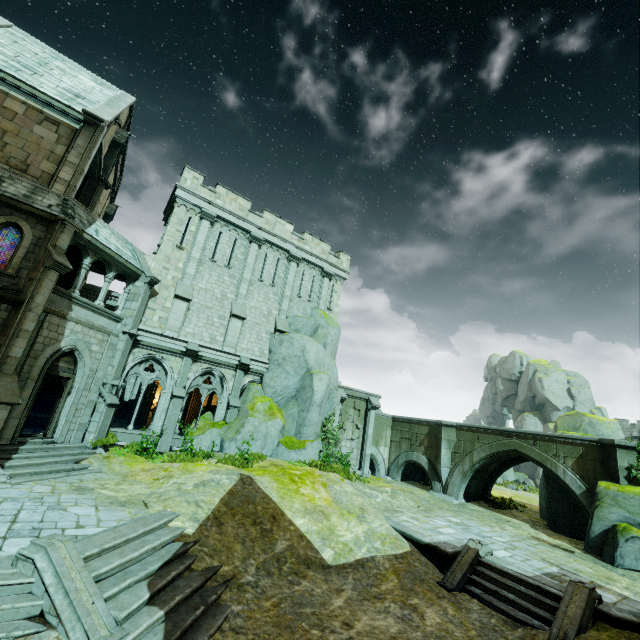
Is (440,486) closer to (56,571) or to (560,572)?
(560,572)

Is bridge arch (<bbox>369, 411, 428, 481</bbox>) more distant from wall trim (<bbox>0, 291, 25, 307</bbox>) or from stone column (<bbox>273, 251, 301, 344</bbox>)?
wall trim (<bbox>0, 291, 25, 307</bbox>)

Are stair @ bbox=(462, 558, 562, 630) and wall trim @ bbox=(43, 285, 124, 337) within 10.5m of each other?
no

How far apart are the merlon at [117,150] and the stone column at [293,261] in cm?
1174

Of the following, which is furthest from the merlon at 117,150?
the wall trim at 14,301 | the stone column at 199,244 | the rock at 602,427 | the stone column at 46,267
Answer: the rock at 602,427

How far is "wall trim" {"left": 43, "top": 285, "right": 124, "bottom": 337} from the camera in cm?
1296

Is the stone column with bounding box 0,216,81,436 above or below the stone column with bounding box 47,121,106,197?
below

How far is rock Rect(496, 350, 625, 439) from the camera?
19.1m
